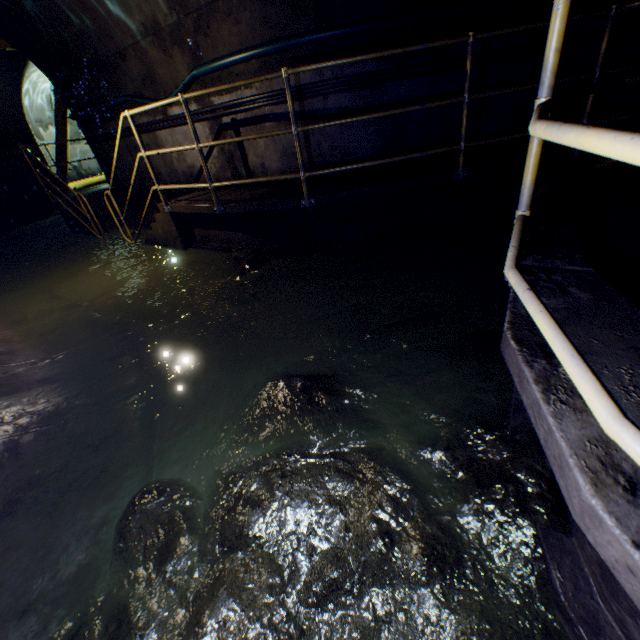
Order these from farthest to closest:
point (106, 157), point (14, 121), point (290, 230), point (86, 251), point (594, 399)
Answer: point (14, 121) < point (106, 157) < point (86, 251) < point (290, 230) < point (594, 399)

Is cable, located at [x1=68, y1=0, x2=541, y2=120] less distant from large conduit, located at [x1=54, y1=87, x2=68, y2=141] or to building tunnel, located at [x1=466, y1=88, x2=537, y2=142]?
building tunnel, located at [x1=466, y1=88, x2=537, y2=142]

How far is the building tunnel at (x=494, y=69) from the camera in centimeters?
442cm

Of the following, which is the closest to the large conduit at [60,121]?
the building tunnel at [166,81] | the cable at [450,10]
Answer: the building tunnel at [166,81]

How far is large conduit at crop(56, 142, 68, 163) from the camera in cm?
1174

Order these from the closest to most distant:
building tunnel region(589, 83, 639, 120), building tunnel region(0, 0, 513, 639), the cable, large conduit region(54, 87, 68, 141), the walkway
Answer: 1. the walkway
2. building tunnel region(0, 0, 513, 639)
3. the cable
4. building tunnel region(589, 83, 639, 120)
5. large conduit region(54, 87, 68, 141)

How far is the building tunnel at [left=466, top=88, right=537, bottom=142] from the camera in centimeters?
464cm
